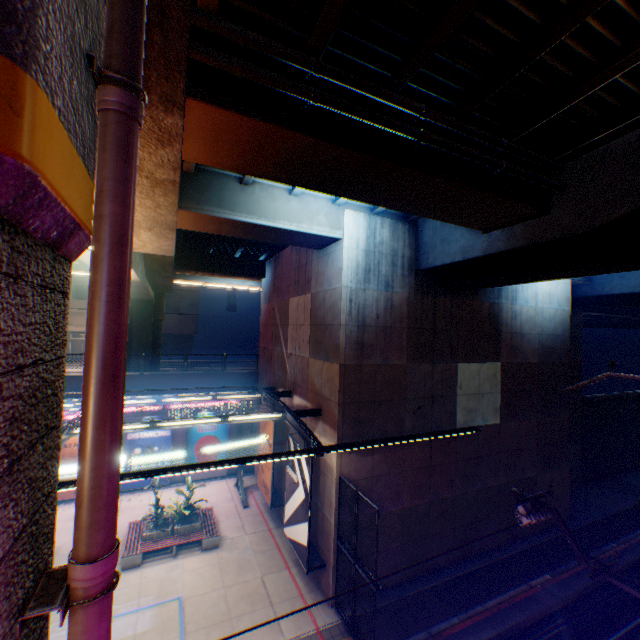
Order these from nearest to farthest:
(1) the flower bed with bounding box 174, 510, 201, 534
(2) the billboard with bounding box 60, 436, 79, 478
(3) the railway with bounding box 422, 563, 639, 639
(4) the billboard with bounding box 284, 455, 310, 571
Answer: (3) the railway with bounding box 422, 563, 639, 639 → (4) the billboard with bounding box 284, 455, 310, 571 → (1) the flower bed with bounding box 174, 510, 201, 534 → (2) the billboard with bounding box 60, 436, 79, 478

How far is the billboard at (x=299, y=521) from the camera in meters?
12.2

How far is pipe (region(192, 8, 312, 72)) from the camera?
4.9m

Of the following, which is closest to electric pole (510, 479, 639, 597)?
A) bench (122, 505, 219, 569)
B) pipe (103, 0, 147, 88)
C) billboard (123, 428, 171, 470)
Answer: pipe (103, 0, 147, 88)

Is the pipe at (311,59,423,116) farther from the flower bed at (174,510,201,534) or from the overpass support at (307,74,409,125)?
the flower bed at (174,510,201,534)

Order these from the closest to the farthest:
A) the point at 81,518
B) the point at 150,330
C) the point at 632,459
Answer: the point at 81,518 < the point at 632,459 < the point at 150,330

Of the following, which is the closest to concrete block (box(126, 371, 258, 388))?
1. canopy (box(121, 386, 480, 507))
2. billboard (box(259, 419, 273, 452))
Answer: canopy (box(121, 386, 480, 507))

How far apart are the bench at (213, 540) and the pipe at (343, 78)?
17.7m
